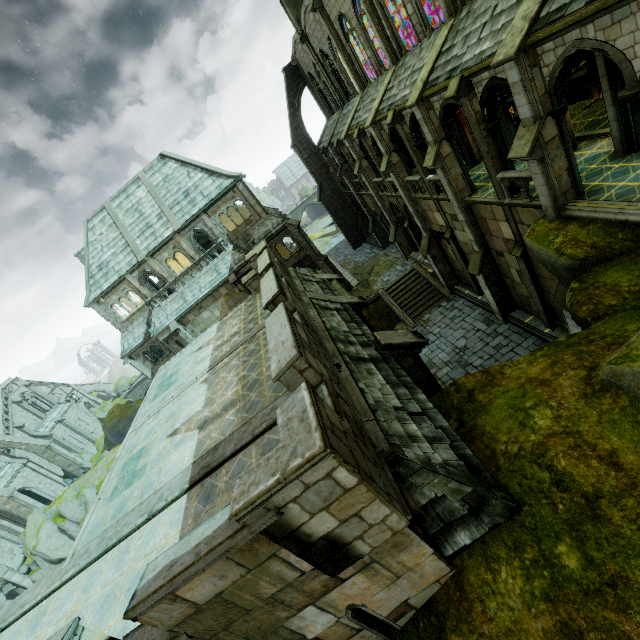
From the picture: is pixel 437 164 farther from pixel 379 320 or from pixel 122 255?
pixel 122 255

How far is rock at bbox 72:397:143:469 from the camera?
40.91m

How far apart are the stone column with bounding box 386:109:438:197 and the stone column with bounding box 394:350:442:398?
12.8m

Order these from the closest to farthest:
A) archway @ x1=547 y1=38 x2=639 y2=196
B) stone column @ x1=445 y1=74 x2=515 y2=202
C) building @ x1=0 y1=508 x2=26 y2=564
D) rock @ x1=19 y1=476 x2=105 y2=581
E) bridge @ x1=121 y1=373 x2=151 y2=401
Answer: archway @ x1=547 y1=38 x2=639 y2=196 < stone column @ x1=445 y1=74 x2=515 y2=202 < rock @ x1=19 y1=476 x2=105 y2=581 < building @ x1=0 y1=508 x2=26 y2=564 < bridge @ x1=121 y1=373 x2=151 y2=401

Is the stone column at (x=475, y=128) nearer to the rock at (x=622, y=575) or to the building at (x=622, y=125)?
the building at (x=622, y=125)

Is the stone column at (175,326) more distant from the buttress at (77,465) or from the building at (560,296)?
the buttress at (77,465)

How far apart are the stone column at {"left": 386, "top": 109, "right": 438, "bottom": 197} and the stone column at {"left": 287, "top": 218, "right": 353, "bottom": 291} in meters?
12.5 m

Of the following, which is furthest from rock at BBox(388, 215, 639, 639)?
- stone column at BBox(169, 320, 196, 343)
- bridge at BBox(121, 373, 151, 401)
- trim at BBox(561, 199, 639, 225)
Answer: bridge at BBox(121, 373, 151, 401)
